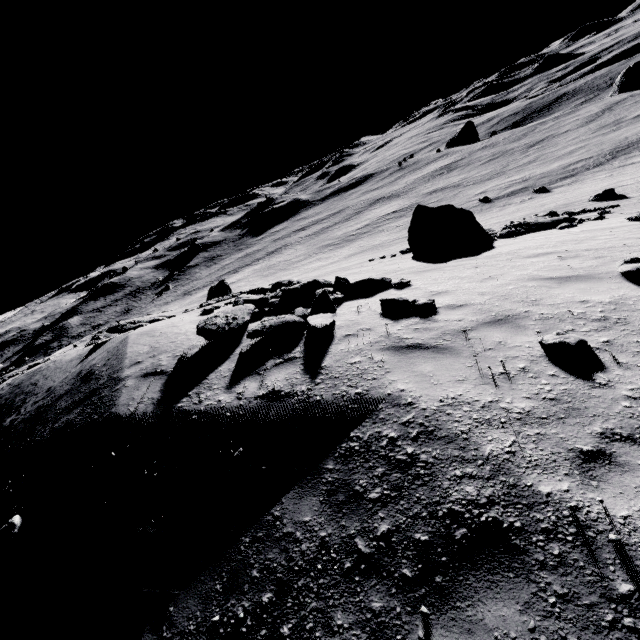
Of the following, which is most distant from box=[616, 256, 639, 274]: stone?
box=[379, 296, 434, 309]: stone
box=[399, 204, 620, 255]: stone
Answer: box=[399, 204, 620, 255]: stone

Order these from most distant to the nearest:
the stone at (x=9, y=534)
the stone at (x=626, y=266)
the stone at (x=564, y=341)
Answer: the stone at (x=626, y=266) < the stone at (x=9, y=534) < the stone at (x=564, y=341)

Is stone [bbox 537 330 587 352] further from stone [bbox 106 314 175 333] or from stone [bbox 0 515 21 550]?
stone [bbox 106 314 175 333]

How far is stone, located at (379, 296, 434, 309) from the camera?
6.9 meters

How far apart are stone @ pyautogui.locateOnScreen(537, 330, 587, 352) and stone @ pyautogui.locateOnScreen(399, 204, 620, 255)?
10.6m

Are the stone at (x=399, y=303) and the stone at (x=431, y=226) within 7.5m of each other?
no

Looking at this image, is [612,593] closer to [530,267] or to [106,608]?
[106,608]

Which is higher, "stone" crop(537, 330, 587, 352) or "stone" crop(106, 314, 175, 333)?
"stone" crop(106, 314, 175, 333)
